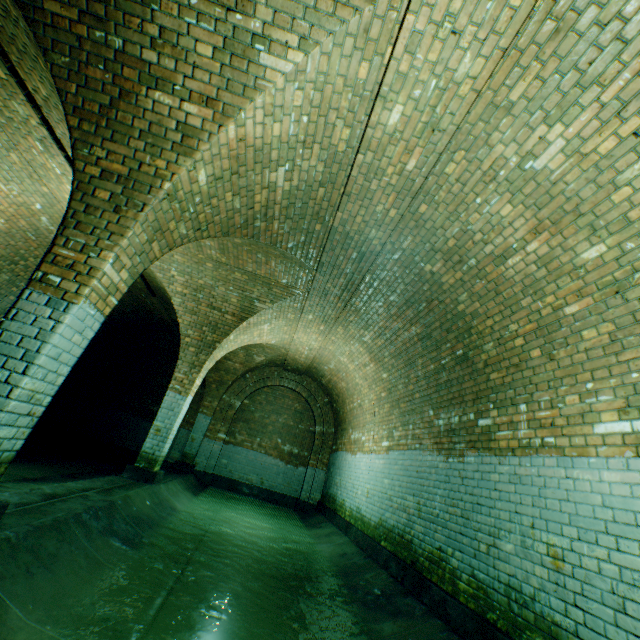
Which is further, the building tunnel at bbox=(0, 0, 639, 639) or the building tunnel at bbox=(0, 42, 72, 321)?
the building tunnel at bbox=(0, 42, 72, 321)

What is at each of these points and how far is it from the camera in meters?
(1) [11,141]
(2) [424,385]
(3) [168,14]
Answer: (1) building tunnel, 5.0
(2) building tunnel, 5.8
(3) support arch, 2.7

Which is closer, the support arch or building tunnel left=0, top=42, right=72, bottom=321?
the support arch

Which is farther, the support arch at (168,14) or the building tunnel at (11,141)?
the building tunnel at (11,141)

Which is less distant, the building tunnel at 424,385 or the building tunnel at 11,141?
the building tunnel at 424,385
